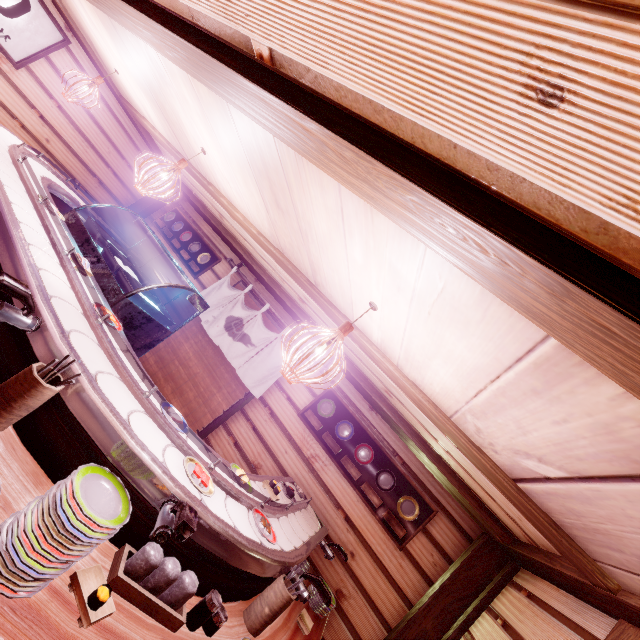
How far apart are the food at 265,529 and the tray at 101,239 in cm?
316

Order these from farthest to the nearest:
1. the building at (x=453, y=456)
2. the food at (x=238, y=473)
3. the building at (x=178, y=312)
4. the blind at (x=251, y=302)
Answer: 1. the building at (x=178, y=312)
2. the blind at (x=251, y=302)
3. the building at (x=453, y=456)
4. the food at (x=238, y=473)

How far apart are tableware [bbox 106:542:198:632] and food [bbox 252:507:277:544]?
0.6m

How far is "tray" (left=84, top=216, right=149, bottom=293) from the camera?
5.3m

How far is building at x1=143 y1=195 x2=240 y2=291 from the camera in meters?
11.2 m

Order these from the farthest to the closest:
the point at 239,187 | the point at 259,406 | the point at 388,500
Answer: the point at 259,406 < the point at 388,500 < the point at 239,187

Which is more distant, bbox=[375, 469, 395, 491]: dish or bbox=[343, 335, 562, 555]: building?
bbox=[375, 469, 395, 491]: dish

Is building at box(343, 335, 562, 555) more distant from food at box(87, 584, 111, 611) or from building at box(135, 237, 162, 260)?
food at box(87, 584, 111, 611)
